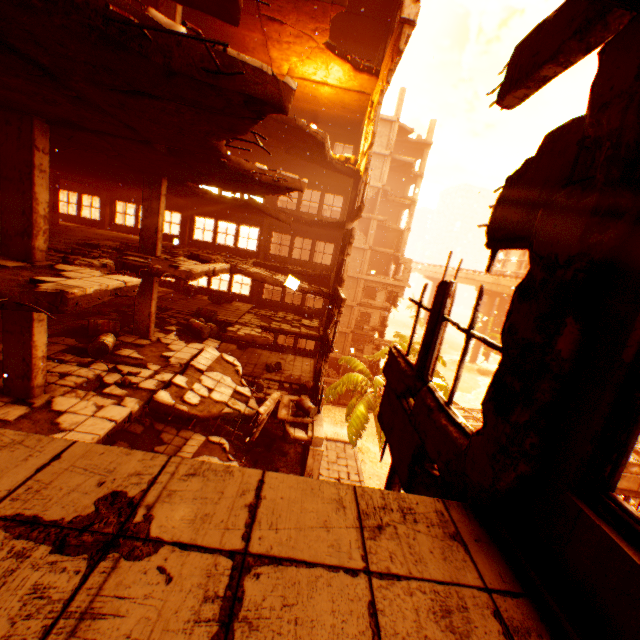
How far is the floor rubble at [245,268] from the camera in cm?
1192

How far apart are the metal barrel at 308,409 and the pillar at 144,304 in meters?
6.4 m

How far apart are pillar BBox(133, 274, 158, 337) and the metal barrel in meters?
6.4 m

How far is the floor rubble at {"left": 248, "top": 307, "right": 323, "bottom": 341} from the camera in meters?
17.3 m

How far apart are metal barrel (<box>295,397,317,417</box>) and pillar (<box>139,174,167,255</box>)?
8.03m

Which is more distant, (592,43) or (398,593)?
(592,43)

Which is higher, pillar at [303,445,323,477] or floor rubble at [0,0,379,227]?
floor rubble at [0,0,379,227]

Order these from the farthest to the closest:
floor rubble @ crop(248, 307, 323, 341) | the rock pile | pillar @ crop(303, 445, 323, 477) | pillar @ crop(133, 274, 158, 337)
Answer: floor rubble @ crop(248, 307, 323, 341)
the rock pile
pillar @ crop(303, 445, 323, 477)
pillar @ crop(133, 274, 158, 337)
